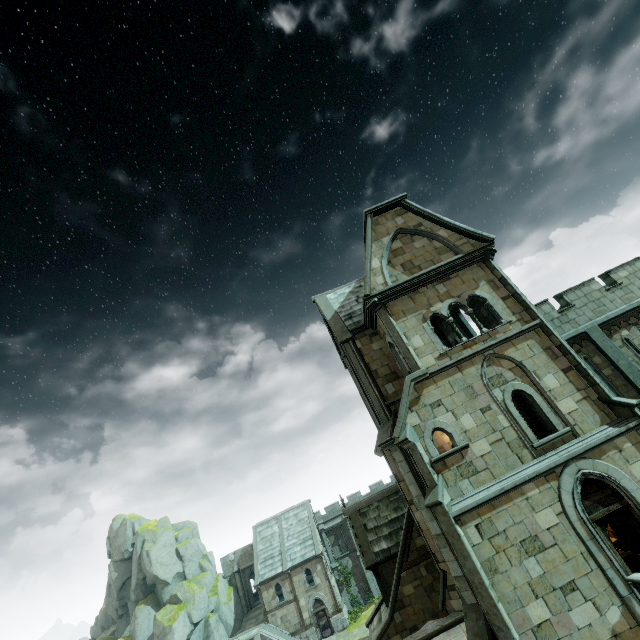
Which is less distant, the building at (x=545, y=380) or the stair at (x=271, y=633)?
the building at (x=545, y=380)

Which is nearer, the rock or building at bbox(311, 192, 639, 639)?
building at bbox(311, 192, 639, 639)

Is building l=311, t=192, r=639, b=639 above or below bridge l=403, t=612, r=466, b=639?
above

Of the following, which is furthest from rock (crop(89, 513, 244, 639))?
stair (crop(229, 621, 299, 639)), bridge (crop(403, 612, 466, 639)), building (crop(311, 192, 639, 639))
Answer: bridge (crop(403, 612, 466, 639))

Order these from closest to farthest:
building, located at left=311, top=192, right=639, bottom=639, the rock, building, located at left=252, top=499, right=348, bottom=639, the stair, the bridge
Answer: building, located at left=311, top=192, right=639, bottom=639, the bridge, the stair, building, located at left=252, top=499, right=348, bottom=639, the rock

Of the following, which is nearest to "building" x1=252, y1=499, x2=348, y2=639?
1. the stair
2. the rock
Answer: the stair

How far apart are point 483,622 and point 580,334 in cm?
1262

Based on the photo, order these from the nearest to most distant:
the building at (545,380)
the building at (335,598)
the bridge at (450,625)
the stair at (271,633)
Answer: the building at (545,380) → the bridge at (450,625) → the stair at (271,633) → the building at (335,598)
